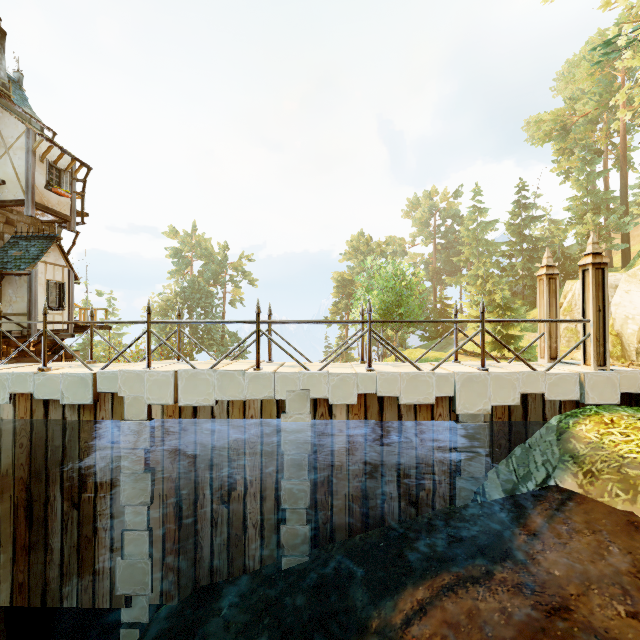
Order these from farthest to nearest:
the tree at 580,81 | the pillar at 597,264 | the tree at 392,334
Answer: the tree at 580,81
the tree at 392,334
the pillar at 597,264

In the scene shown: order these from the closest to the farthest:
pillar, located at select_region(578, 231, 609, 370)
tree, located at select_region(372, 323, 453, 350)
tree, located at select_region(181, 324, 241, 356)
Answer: pillar, located at select_region(578, 231, 609, 370) < tree, located at select_region(372, 323, 453, 350) < tree, located at select_region(181, 324, 241, 356)

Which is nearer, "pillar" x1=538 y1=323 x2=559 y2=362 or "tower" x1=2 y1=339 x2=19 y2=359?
"pillar" x1=538 y1=323 x2=559 y2=362

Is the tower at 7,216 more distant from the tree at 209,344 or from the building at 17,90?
the tree at 209,344

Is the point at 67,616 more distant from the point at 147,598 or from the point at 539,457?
the point at 539,457

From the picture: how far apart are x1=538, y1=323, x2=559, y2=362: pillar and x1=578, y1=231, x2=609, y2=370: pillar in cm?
96

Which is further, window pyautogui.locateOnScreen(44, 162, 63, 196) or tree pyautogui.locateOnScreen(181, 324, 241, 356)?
tree pyautogui.locateOnScreen(181, 324, 241, 356)

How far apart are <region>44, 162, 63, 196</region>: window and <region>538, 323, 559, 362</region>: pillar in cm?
1962
